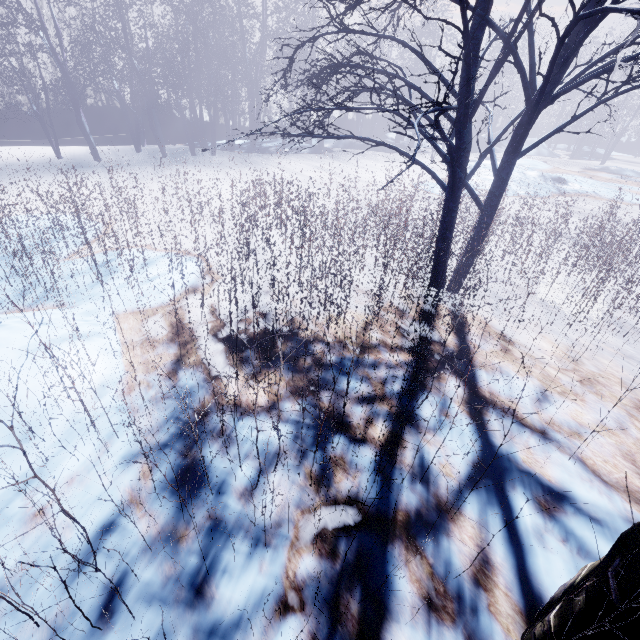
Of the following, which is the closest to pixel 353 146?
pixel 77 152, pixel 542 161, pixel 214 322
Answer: pixel 542 161
